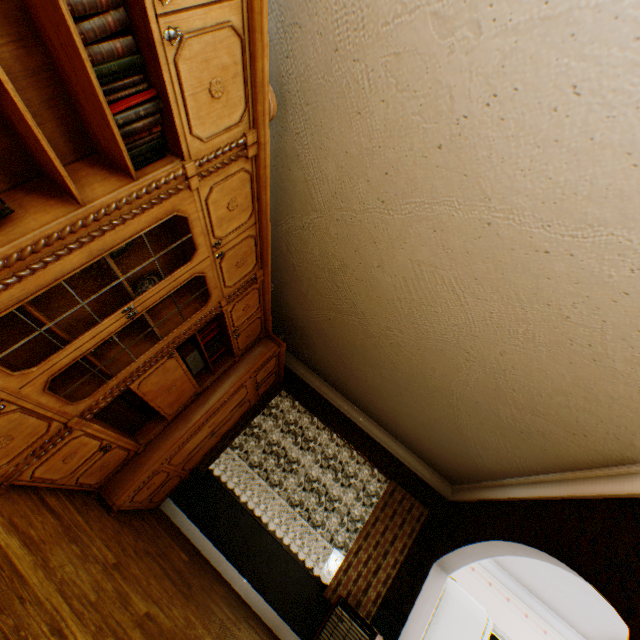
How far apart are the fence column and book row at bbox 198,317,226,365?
18.2m

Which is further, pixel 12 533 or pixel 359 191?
pixel 359 191

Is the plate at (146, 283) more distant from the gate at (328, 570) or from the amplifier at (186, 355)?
the gate at (328, 570)

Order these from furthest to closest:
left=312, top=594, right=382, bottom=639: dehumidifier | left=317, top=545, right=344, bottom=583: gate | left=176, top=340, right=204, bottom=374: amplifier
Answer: left=317, top=545, right=344, bottom=583: gate, left=312, top=594, right=382, bottom=639: dehumidifier, left=176, top=340, right=204, bottom=374: amplifier

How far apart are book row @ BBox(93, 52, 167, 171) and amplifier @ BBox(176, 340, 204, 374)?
1.8 meters

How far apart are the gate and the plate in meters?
20.5

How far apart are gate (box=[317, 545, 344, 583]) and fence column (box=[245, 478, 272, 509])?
4.7m

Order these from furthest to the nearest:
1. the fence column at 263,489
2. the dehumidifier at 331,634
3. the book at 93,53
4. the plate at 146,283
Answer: the fence column at 263,489 < the dehumidifier at 331,634 < the plate at 146,283 < the book at 93,53
